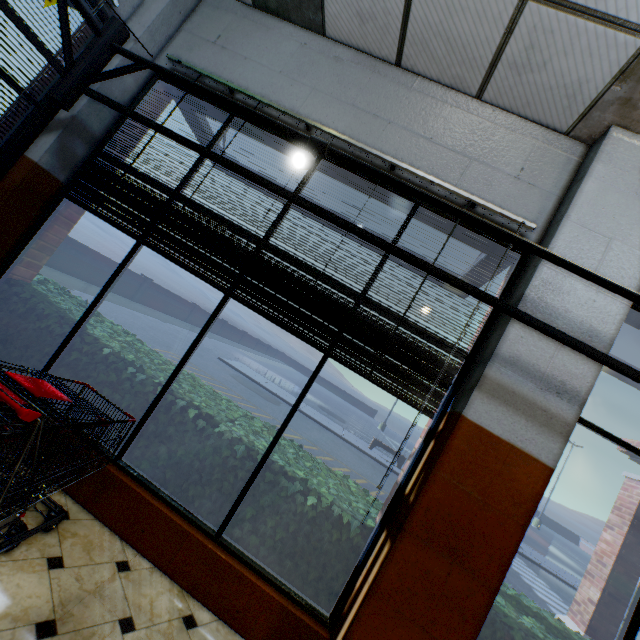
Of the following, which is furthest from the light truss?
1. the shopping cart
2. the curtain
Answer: the shopping cart

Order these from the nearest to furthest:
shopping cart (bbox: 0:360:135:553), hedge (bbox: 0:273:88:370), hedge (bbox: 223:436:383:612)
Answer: shopping cart (bbox: 0:360:135:553), hedge (bbox: 223:436:383:612), hedge (bbox: 0:273:88:370)

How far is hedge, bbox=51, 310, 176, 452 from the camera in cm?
299

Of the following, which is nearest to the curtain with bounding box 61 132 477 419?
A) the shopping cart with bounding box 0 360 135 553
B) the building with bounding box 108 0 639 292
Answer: the building with bounding box 108 0 639 292

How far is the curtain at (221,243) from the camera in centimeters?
254cm

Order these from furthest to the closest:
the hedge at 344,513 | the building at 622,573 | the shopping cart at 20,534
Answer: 1. the building at 622,573
2. the hedge at 344,513
3. the shopping cart at 20,534

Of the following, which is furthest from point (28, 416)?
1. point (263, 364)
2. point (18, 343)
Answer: point (263, 364)

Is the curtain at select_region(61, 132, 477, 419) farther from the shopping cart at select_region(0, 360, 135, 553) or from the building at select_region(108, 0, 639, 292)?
the shopping cart at select_region(0, 360, 135, 553)
